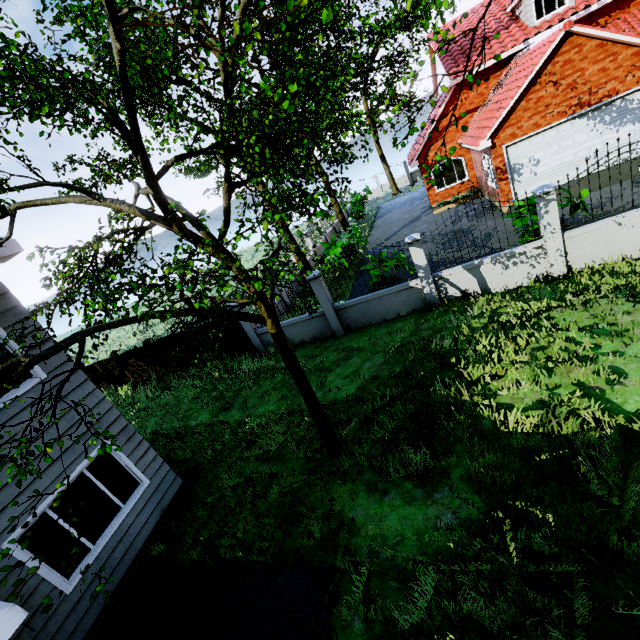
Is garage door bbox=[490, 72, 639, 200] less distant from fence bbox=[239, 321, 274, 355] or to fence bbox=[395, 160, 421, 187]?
fence bbox=[239, 321, 274, 355]

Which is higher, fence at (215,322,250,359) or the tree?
the tree

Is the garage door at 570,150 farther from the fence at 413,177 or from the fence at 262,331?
the fence at 413,177

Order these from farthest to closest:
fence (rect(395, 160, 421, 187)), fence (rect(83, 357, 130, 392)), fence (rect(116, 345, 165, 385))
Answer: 1. fence (rect(395, 160, 421, 187))
2. fence (rect(83, 357, 130, 392))
3. fence (rect(116, 345, 165, 385))

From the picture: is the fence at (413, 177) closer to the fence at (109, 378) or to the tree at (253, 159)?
the fence at (109, 378)

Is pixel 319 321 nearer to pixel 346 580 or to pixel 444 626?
pixel 346 580

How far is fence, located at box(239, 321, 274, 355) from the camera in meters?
12.1
